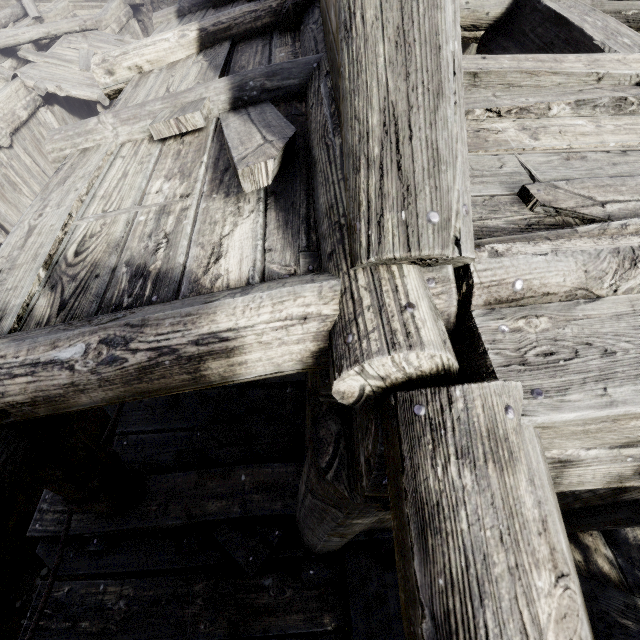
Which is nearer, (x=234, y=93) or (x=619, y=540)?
(x=234, y=93)
